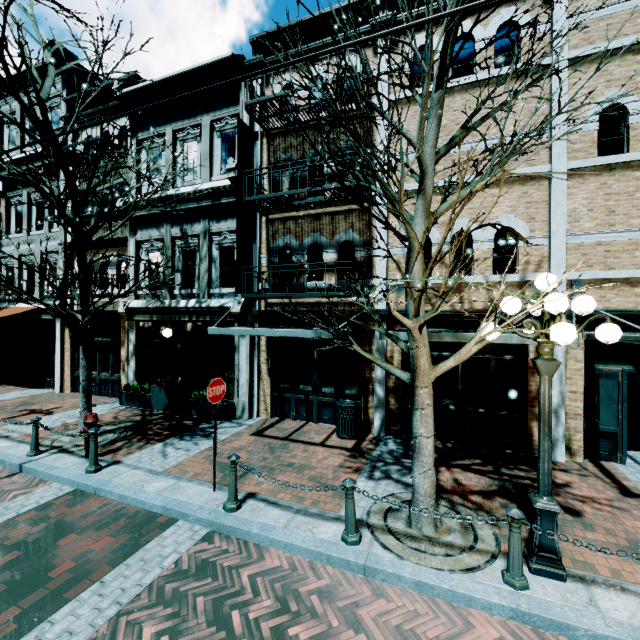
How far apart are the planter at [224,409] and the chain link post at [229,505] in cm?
450

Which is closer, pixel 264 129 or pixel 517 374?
pixel 517 374

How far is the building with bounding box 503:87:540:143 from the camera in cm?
756

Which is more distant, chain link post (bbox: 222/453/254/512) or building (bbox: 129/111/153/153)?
building (bbox: 129/111/153/153)

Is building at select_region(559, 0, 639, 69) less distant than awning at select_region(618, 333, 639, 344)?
No

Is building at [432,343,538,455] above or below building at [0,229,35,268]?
below

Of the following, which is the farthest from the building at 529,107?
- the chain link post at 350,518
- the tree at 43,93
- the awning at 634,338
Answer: the chain link post at 350,518

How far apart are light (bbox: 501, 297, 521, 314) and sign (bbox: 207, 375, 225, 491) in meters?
4.6
